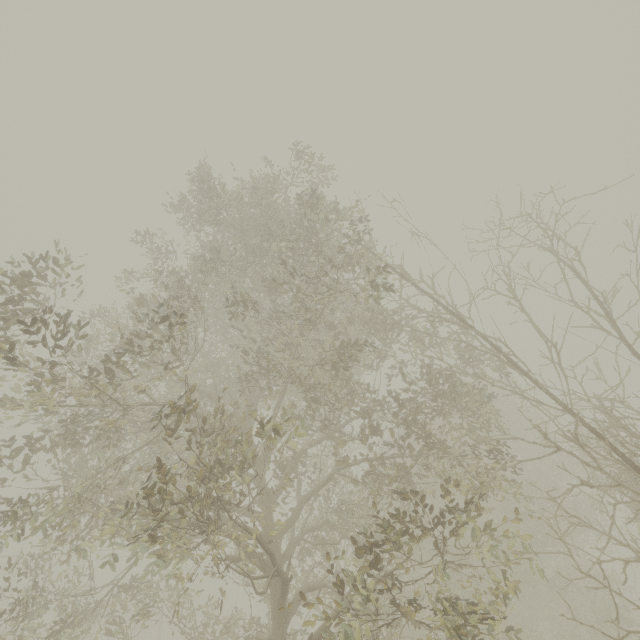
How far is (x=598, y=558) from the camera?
3.9m
